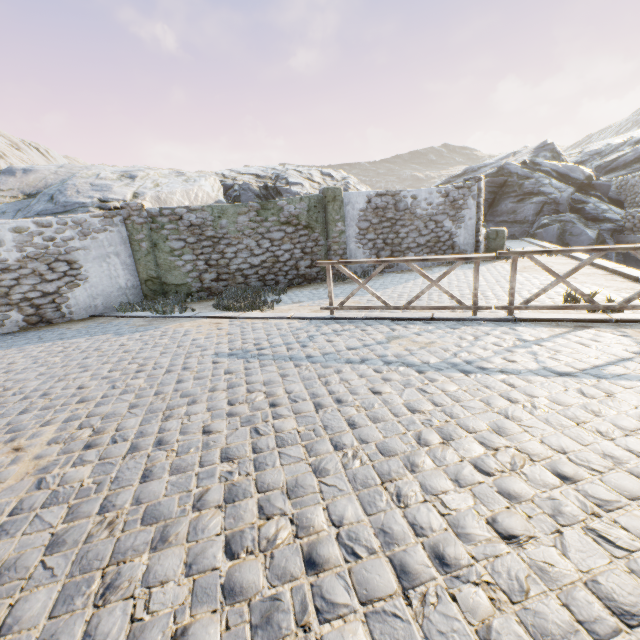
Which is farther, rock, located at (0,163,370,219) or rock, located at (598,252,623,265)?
rock, located at (598,252,623,265)

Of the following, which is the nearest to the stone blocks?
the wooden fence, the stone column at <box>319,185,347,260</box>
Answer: the wooden fence

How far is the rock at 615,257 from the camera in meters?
16.3 m

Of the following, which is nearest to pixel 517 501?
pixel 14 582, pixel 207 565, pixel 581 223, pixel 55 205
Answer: pixel 207 565

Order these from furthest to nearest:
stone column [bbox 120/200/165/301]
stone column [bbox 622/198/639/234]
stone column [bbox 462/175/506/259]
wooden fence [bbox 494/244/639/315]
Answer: stone column [bbox 622/198/639/234], stone column [bbox 462/175/506/259], stone column [bbox 120/200/165/301], wooden fence [bbox 494/244/639/315]

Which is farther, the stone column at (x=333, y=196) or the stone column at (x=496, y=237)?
the stone column at (x=496, y=237)

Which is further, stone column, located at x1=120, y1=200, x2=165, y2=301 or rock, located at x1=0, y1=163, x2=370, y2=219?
rock, located at x1=0, y1=163, x2=370, y2=219

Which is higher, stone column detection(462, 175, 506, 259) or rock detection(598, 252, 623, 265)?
stone column detection(462, 175, 506, 259)
